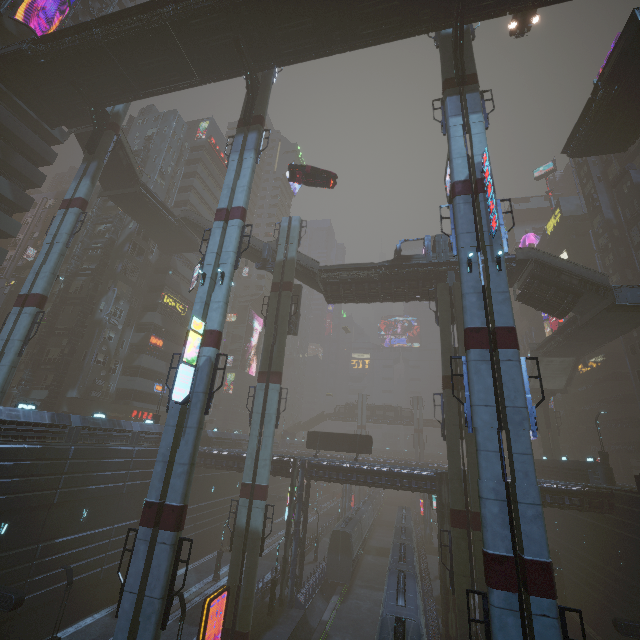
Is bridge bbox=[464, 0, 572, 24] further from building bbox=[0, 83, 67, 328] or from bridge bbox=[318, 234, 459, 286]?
bridge bbox=[318, 234, 459, 286]

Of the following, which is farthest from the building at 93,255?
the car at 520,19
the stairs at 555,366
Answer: the stairs at 555,366

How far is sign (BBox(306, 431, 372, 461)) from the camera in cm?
3628

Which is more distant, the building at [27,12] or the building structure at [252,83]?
the building at [27,12]

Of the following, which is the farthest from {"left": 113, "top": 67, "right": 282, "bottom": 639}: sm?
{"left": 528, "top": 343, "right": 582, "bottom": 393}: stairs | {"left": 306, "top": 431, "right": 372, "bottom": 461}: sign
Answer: {"left": 528, "top": 343, "right": 582, "bottom": 393}: stairs

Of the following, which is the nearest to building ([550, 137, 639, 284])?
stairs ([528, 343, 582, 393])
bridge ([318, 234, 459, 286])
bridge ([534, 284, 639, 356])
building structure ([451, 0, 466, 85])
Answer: bridge ([318, 234, 459, 286])

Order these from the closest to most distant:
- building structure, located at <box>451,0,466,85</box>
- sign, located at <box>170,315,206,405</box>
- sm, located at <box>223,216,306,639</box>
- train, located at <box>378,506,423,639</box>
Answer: sign, located at <box>170,315,206,405</box>
train, located at <box>378,506,423,639</box>
building structure, located at <box>451,0,466,85</box>
sm, located at <box>223,216,306,639</box>

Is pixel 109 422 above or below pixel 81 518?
above
